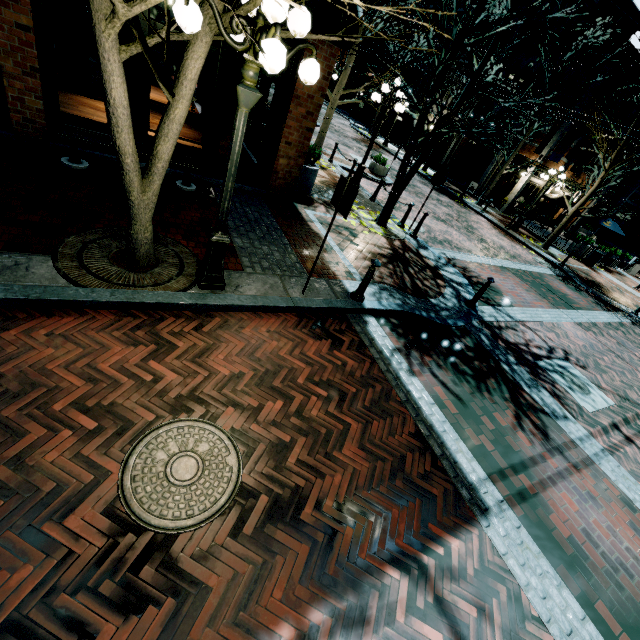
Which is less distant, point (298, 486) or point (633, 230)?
point (298, 486)

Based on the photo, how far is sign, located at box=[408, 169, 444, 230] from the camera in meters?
9.7 m

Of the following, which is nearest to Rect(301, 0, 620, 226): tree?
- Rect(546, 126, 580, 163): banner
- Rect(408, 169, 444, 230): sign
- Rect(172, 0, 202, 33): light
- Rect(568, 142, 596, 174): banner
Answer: Rect(172, 0, 202, 33): light

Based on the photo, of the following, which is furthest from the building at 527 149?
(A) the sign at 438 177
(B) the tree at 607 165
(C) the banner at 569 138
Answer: (A) the sign at 438 177

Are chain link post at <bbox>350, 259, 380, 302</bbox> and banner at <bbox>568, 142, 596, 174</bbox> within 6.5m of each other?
no

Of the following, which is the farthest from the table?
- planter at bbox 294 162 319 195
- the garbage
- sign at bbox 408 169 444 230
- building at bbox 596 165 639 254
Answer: planter at bbox 294 162 319 195

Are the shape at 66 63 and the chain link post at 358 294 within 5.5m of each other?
no

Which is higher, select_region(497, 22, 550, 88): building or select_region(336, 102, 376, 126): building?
select_region(497, 22, 550, 88): building
